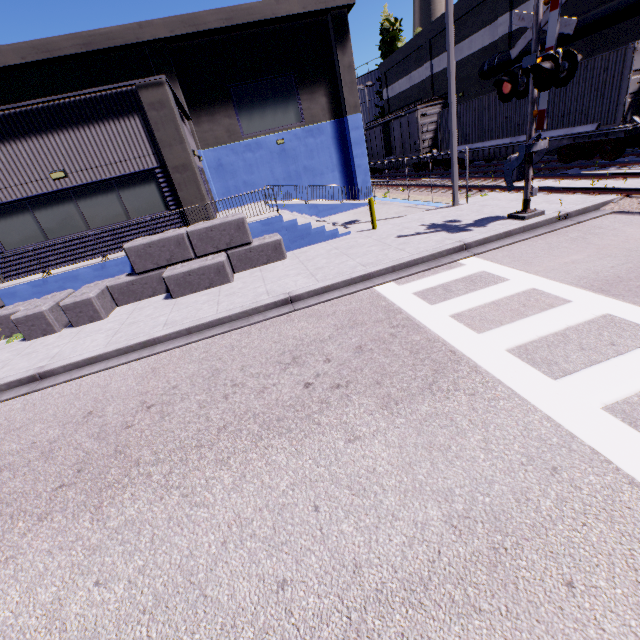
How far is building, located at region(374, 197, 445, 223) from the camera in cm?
1444

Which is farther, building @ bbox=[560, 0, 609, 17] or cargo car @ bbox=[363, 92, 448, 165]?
cargo car @ bbox=[363, 92, 448, 165]

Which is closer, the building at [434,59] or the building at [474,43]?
the building at [474,43]

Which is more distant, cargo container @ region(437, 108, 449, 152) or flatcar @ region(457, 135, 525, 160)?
cargo container @ region(437, 108, 449, 152)

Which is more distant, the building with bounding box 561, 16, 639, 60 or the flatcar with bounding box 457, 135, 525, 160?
the flatcar with bounding box 457, 135, 525, 160

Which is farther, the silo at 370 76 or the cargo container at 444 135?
the silo at 370 76

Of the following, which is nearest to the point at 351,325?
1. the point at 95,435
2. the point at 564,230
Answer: the point at 95,435

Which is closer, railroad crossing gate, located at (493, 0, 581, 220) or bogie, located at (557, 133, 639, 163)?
railroad crossing gate, located at (493, 0, 581, 220)
